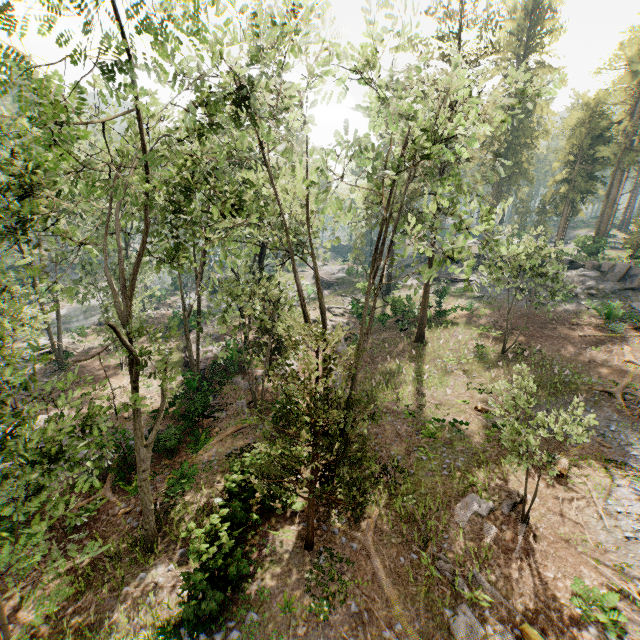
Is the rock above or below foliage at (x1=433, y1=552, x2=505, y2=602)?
above

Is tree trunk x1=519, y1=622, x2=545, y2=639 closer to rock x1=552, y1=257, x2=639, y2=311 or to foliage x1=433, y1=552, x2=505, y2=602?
foliage x1=433, y1=552, x2=505, y2=602

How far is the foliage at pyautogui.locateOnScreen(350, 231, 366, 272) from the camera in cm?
1756

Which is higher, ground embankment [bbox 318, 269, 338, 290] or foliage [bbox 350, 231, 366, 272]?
foliage [bbox 350, 231, 366, 272]

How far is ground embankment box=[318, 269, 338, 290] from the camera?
48.84m

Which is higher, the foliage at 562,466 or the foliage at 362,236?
the foliage at 362,236

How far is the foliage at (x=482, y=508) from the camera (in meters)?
13.61

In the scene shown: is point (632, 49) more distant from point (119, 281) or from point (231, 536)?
point (231, 536)
